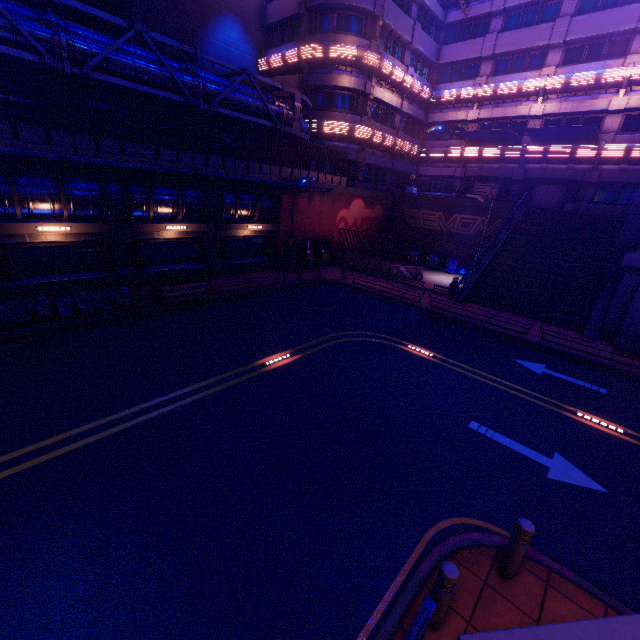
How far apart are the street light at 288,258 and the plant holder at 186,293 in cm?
773

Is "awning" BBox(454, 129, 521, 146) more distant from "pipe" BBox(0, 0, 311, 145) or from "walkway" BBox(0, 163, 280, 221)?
"walkway" BBox(0, 163, 280, 221)

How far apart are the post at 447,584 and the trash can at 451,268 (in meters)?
25.31

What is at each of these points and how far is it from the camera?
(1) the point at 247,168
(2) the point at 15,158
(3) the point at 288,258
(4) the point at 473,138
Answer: (1) fence, 19.12m
(2) awning, 11.67m
(3) street light, 22.70m
(4) awning, 27.80m

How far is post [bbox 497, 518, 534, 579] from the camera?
4.6m

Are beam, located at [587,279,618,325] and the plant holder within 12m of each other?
no

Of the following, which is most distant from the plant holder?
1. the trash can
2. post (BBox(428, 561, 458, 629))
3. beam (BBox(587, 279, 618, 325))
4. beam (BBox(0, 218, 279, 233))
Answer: the trash can

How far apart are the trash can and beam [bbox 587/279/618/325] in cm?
1026
